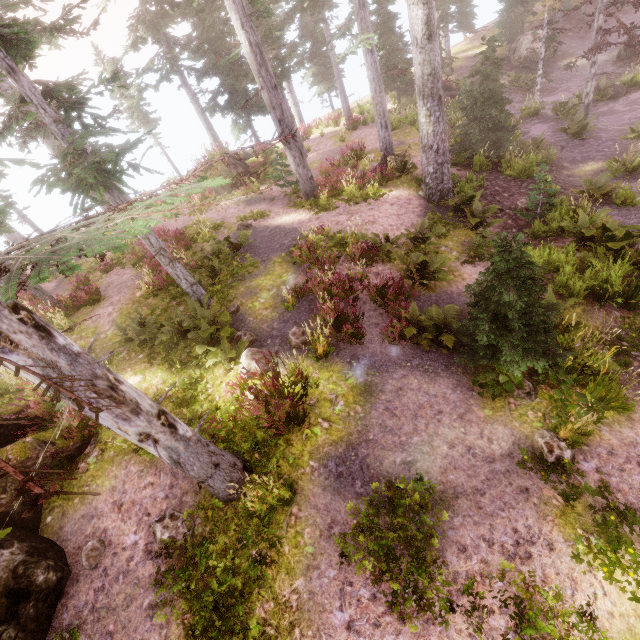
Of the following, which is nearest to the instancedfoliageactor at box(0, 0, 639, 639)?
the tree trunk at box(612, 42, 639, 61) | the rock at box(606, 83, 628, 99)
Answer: the rock at box(606, 83, 628, 99)

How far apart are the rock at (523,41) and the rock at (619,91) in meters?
7.5 m

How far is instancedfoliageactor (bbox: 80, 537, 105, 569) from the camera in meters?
6.0 m

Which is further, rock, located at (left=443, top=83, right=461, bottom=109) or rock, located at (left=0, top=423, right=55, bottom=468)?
rock, located at (left=443, top=83, right=461, bottom=109)

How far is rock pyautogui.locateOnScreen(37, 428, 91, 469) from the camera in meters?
7.2 m

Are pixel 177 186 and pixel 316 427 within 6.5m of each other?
yes

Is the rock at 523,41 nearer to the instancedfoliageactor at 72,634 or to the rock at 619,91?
the instancedfoliageactor at 72,634

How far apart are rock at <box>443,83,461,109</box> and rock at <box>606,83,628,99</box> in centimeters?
812cm
